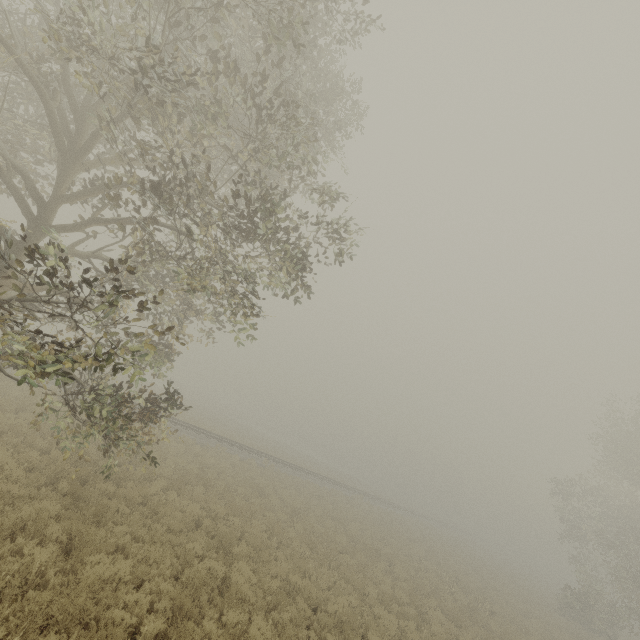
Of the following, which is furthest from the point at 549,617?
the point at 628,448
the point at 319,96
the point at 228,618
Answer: the point at 319,96

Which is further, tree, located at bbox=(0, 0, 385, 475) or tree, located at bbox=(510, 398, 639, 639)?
tree, located at bbox=(510, 398, 639, 639)

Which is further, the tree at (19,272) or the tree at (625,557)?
the tree at (625,557)
